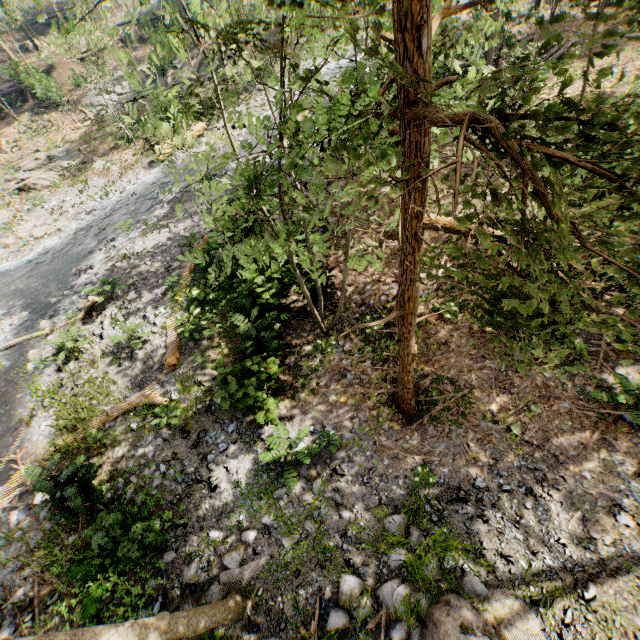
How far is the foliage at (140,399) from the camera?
9.48m

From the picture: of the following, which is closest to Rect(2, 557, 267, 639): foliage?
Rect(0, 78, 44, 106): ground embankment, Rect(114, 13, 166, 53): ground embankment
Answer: Rect(114, 13, 166, 53): ground embankment

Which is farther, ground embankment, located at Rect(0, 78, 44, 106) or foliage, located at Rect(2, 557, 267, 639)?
ground embankment, located at Rect(0, 78, 44, 106)

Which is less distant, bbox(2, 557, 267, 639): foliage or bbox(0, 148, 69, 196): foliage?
bbox(2, 557, 267, 639): foliage

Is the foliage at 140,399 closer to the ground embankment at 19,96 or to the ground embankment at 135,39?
the ground embankment at 135,39

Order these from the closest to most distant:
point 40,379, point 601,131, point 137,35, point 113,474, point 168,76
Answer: point 168,76
point 601,131
point 113,474
point 40,379
point 137,35

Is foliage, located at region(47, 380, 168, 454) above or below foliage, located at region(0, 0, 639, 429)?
below
